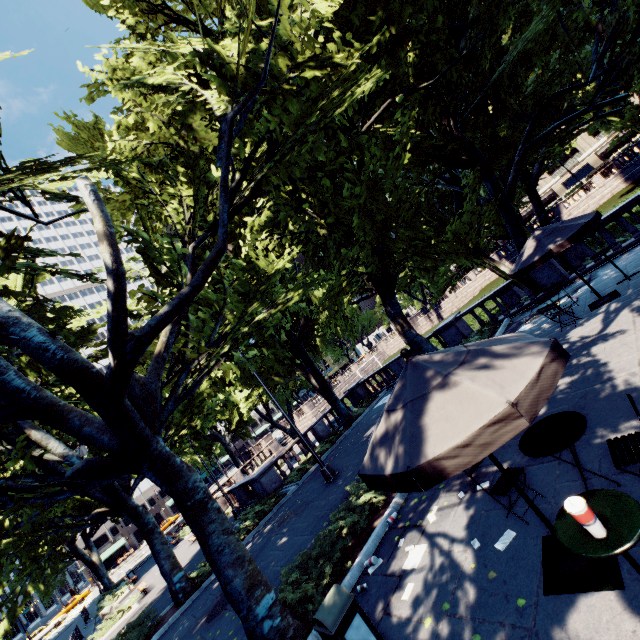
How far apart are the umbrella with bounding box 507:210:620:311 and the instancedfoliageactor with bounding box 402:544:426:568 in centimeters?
823cm

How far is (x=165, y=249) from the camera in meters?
18.3 m

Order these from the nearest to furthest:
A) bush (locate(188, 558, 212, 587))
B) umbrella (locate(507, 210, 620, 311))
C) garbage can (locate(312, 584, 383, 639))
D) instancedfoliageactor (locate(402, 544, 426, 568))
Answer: garbage can (locate(312, 584, 383, 639))
instancedfoliageactor (locate(402, 544, 426, 568))
umbrella (locate(507, 210, 620, 311))
bush (locate(188, 558, 212, 587))

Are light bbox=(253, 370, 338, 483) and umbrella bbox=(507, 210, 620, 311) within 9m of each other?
no

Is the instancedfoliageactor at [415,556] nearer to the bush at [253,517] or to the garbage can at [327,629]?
the garbage can at [327,629]

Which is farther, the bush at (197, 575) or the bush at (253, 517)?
the bush at (253, 517)

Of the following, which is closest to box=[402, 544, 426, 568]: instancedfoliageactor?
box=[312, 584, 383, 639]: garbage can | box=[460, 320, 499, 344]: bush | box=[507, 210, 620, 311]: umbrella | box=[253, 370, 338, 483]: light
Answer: box=[312, 584, 383, 639]: garbage can

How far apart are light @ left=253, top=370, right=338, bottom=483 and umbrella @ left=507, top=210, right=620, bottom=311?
10.2m
